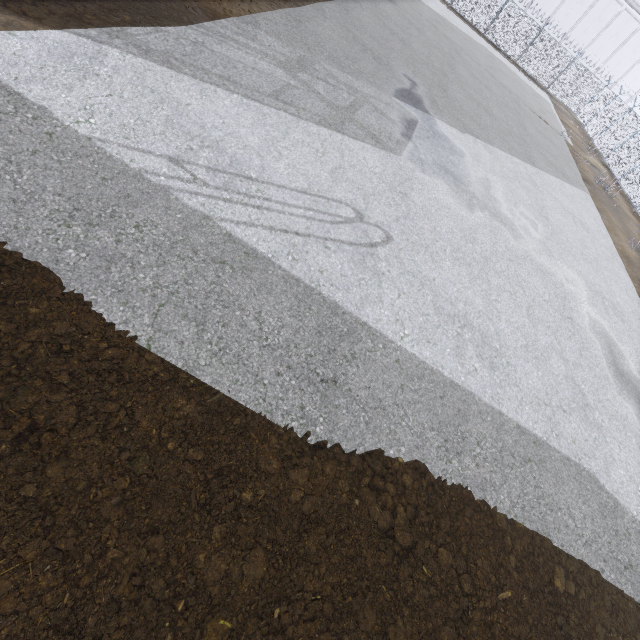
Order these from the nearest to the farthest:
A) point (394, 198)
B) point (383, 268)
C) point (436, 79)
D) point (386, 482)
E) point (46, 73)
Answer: point (386, 482), point (46, 73), point (383, 268), point (394, 198), point (436, 79)
